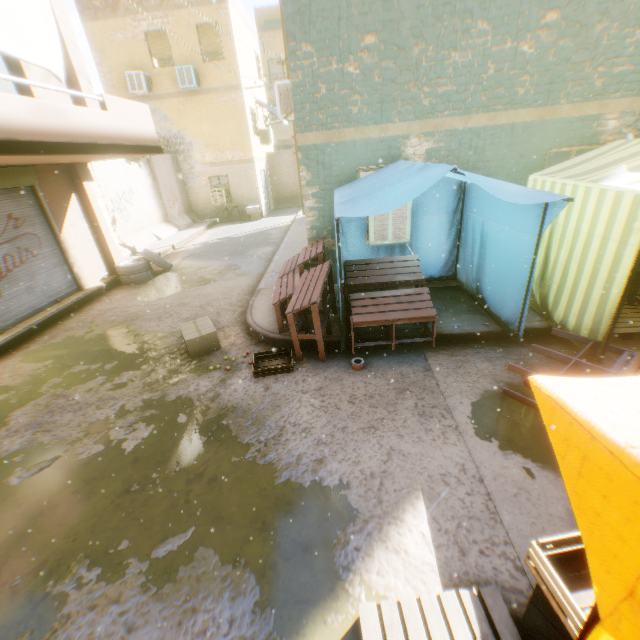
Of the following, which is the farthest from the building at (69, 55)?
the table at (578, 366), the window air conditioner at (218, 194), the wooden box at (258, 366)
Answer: the wooden box at (258, 366)

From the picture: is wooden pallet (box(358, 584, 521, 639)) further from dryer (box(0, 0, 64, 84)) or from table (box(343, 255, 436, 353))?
table (box(343, 255, 436, 353))

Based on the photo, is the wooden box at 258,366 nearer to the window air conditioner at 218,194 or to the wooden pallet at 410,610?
the wooden pallet at 410,610

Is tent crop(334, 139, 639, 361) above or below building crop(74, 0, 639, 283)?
below

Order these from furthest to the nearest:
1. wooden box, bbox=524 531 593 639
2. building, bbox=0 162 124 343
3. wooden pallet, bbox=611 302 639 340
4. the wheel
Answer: A:
the wheel
building, bbox=0 162 124 343
wooden pallet, bbox=611 302 639 340
wooden box, bbox=524 531 593 639

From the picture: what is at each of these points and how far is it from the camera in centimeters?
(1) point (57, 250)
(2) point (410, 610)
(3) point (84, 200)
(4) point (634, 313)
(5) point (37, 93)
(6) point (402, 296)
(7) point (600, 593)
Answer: (1) rolling overhead door, 827cm
(2) wooden pallet, 221cm
(3) building, 911cm
(4) wooden pallet, 499cm
(5) building, 692cm
(6) table, 488cm
(7) tent, 92cm

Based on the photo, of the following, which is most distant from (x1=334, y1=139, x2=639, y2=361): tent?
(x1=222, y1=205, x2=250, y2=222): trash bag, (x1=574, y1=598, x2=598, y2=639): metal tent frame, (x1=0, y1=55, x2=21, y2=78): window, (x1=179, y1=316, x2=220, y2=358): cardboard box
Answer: (x1=222, y1=205, x2=250, y2=222): trash bag

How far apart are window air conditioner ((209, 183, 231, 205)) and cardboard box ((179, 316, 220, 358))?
13.4m
